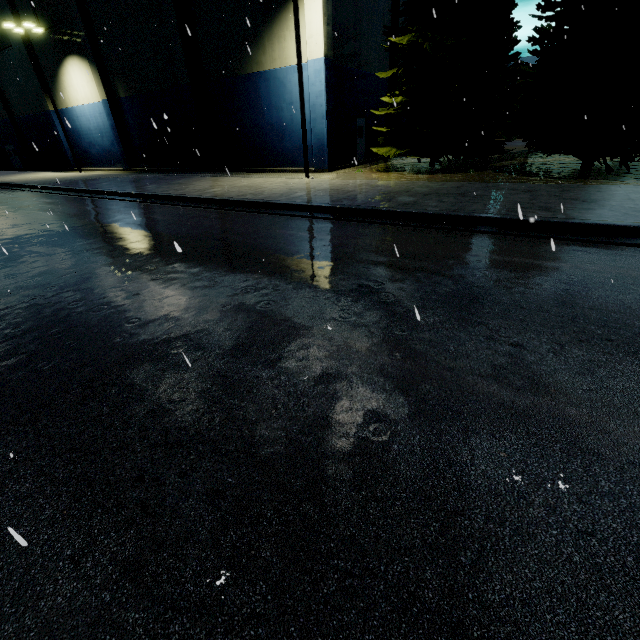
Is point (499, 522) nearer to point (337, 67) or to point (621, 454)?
point (621, 454)

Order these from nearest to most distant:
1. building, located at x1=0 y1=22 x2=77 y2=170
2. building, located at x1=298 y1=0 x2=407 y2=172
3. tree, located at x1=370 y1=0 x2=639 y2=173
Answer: tree, located at x1=370 y1=0 x2=639 y2=173 → building, located at x1=298 y1=0 x2=407 y2=172 → building, located at x1=0 y1=22 x2=77 y2=170

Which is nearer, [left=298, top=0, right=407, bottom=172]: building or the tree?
the tree

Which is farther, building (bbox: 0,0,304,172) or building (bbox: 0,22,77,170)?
building (bbox: 0,22,77,170)

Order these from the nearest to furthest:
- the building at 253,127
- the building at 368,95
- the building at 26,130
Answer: the building at 368,95 → the building at 253,127 → the building at 26,130

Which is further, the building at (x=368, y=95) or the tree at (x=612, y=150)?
the building at (x=368, y=95)
